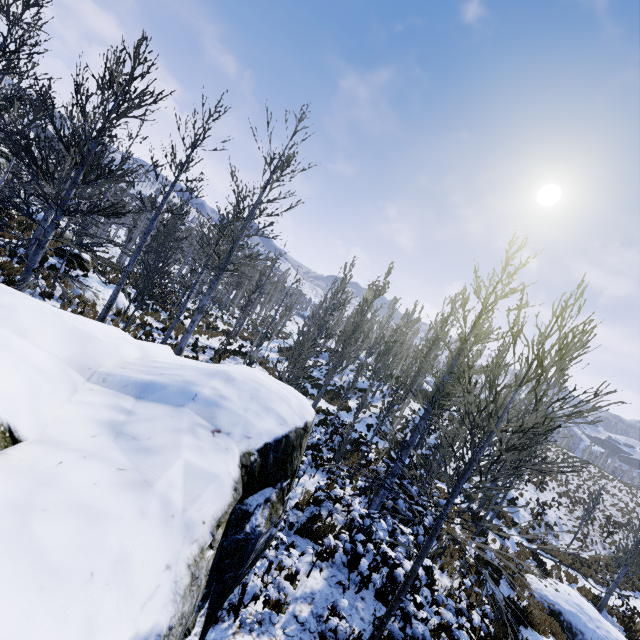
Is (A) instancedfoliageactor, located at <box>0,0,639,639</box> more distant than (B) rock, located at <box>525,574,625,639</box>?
No

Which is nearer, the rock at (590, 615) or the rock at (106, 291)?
the rock at (590, 615)

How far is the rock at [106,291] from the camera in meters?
14.6

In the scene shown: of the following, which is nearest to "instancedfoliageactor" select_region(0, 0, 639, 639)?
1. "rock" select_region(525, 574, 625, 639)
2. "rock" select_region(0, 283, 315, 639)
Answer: "rock" select_region(0, 283, 315, 639)

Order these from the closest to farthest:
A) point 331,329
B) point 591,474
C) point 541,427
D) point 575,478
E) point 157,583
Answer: point 157,583
point 541,427
point 331,329
point 575,478
point 591,474

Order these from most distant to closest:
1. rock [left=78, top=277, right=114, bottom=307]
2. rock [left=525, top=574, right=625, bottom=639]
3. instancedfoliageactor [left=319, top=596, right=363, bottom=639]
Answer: rock [left=78, top=277, right=114, bottom=307] < rock [left=525, top=574, right=625, bottom=639] < instancedfoliageactor [left=319, top=596, right=363, bottom=639]

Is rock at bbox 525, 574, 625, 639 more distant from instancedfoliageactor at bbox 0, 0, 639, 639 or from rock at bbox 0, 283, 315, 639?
rock at bbox 0, 283, 315, 639
